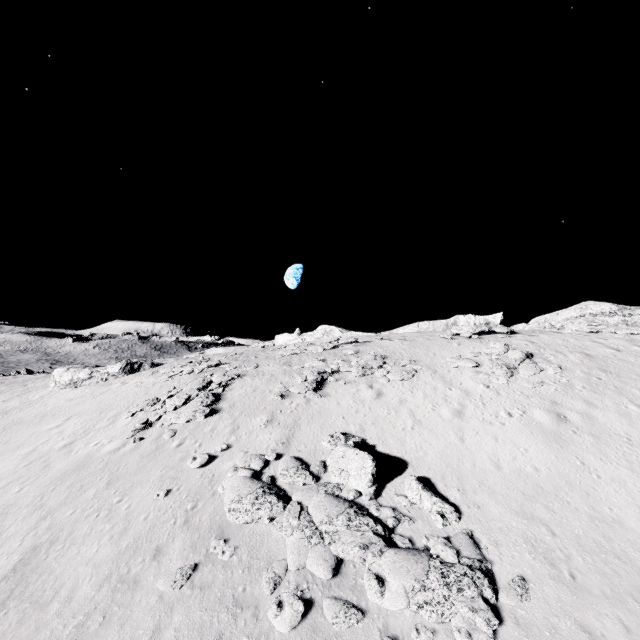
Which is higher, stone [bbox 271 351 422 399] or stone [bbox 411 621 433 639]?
stone [bbox 271 351 422 399]

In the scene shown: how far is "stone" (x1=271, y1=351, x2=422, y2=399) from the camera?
20.84m

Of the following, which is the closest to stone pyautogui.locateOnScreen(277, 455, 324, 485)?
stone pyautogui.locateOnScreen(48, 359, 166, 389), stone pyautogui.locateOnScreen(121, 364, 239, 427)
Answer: stone pyautogui.locateOnScreen(121, 364, 239, 427)

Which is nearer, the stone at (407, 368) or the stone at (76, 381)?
the stone at (407, 368)

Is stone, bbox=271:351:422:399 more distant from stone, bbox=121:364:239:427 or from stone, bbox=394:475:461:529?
stone, bbox=121:364:239:427

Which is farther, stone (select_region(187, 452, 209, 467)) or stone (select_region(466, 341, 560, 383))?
stone (select_region(466, 341, 560, 383))

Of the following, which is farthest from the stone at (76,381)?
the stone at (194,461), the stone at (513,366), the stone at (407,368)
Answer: the stone at (513,366)

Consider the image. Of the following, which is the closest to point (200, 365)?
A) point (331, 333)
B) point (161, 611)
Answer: point (331, 333)
